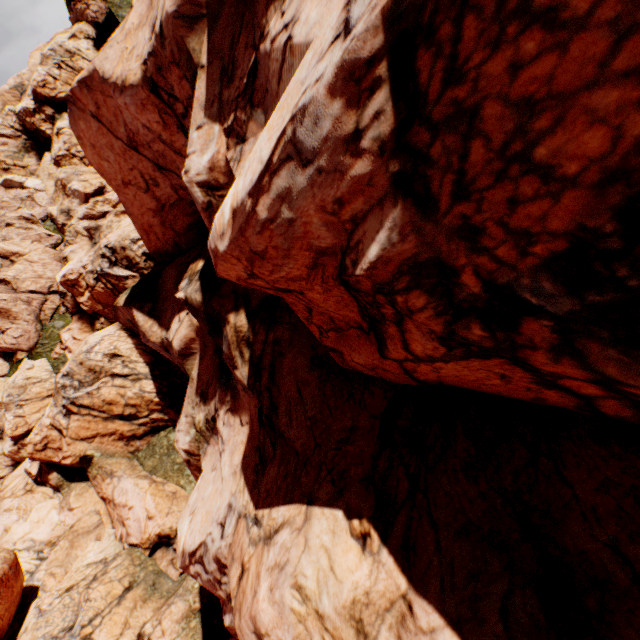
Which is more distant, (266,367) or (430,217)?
(266,367)
